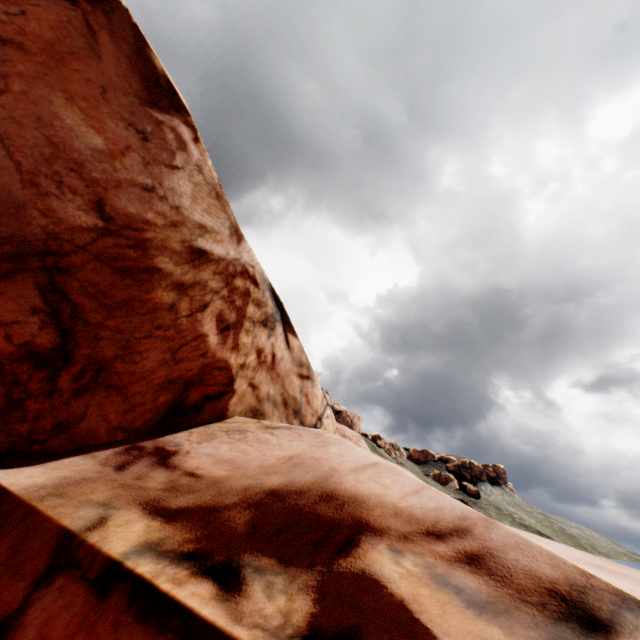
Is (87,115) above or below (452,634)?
above
